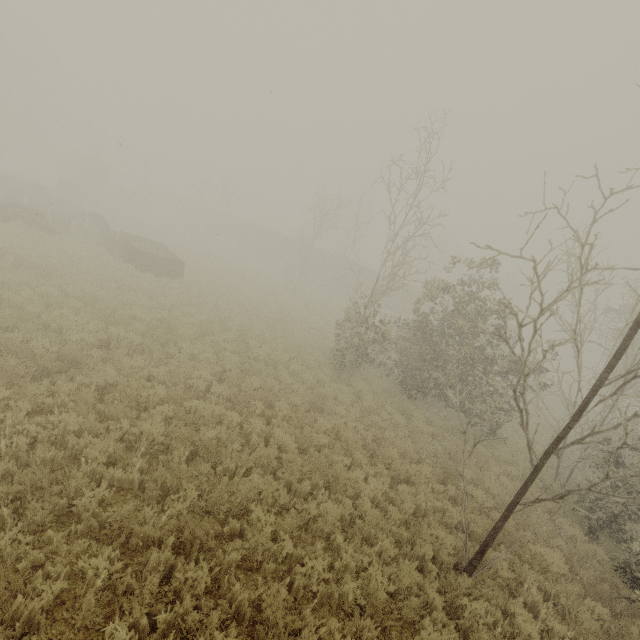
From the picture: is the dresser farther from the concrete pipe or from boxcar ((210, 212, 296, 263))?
boxcar ((210, 212, 296, 263))

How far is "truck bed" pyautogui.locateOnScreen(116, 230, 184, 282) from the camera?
18.3 meters

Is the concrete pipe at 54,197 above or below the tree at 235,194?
below

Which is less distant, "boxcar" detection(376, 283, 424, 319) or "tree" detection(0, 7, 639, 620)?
"tree" detection(0, 7, 639, 620)

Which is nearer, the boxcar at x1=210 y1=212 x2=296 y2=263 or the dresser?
the dresser

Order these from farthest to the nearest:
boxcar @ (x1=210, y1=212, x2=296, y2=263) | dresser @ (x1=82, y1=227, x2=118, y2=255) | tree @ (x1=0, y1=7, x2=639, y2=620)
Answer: boxcar @ (x1=210, y1=212, x2=296, y2=263) → dresser @ (x1=82, y1=227, x2=118, y2=255) → tree @ (x1=0, y1=7, x2=639, y2=620)

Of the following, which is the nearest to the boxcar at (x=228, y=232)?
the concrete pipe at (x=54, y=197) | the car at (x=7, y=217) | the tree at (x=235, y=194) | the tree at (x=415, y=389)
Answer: the tree at (x=235, y=194)

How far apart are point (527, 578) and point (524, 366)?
5.37m
